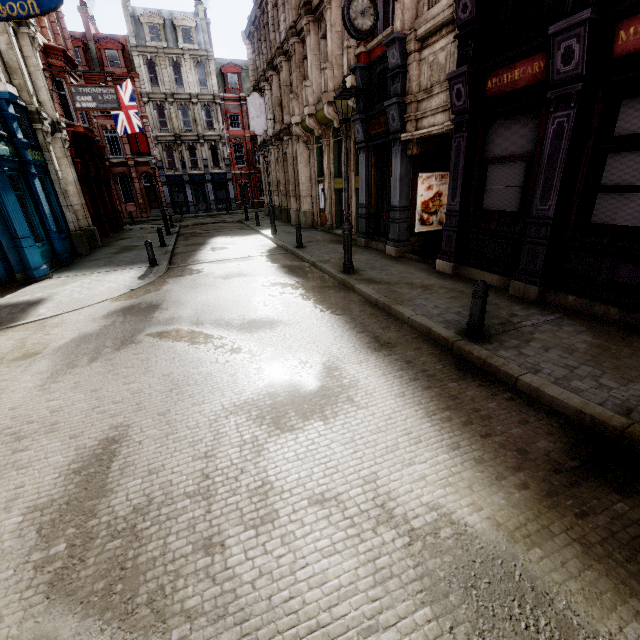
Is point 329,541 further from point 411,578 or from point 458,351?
point 458,351

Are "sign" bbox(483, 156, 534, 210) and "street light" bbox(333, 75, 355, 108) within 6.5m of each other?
yes

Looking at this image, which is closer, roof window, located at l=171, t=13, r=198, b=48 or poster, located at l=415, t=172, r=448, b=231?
poster, located at l=415, t=172, r=448, b=231

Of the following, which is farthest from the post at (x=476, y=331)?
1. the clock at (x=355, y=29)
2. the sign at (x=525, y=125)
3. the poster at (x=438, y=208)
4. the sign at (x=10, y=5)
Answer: the sign at (x=10, y=5)

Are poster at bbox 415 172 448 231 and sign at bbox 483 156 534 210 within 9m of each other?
yes

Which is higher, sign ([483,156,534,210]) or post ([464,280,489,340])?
sign ([483,156,534,210])

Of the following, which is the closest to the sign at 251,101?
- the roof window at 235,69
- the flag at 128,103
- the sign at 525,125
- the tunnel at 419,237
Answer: the flag at 128,103

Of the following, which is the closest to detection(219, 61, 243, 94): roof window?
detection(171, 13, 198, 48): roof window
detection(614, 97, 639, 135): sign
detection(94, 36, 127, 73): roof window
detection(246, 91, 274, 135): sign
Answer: detection(171, 13, 198, 48): roof window
